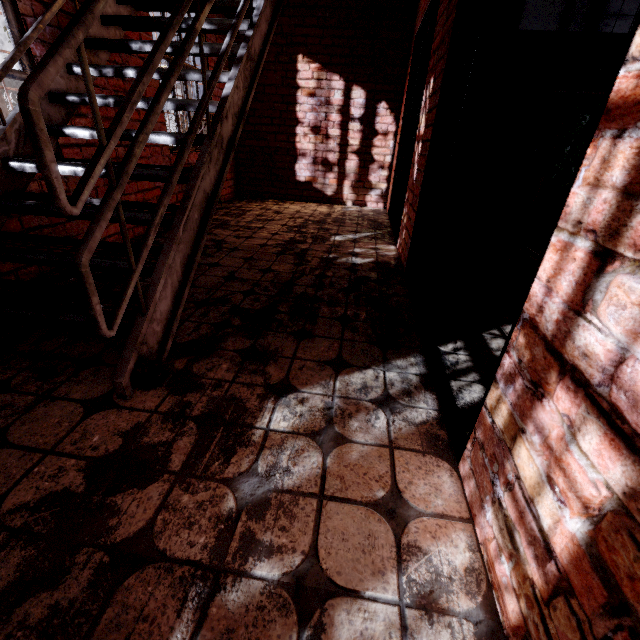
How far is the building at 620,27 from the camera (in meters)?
2.15

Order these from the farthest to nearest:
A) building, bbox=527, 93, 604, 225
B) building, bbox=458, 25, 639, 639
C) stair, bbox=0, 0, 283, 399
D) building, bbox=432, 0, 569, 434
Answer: building, bbox=527, 93, 604, 225 → building, bbox=432, 0, 569, 434 → stair, bbox=0, 0, 283, 399 → building, bbox=458, 25, 639, 639

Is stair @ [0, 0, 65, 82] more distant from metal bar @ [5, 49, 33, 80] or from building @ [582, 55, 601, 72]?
building @ [582, 55, 601, 72]

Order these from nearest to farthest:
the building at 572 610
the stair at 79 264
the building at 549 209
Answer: the building at 572 610
the stair at 79 264
the building at 549 209

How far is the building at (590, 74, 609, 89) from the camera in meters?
2.3 m

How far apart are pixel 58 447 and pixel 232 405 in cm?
63

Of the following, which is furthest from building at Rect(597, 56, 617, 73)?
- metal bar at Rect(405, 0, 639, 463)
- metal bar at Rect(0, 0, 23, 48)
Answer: metal bar at Rect(0, 0, 23, 48)
